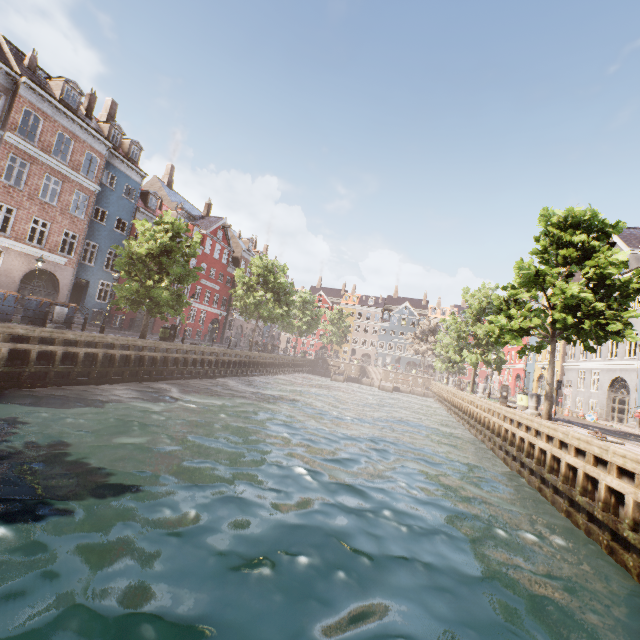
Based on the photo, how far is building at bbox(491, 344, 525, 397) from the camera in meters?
41.5

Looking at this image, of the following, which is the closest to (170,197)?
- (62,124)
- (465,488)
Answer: (62,124)

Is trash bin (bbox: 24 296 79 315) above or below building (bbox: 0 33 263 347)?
below

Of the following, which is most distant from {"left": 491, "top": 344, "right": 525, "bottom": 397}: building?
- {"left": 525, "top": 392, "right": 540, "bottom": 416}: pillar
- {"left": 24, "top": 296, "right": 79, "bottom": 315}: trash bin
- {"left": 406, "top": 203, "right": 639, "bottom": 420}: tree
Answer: {"left": 525, "top": 392, "right": 540, "bottom": 416}: pillar

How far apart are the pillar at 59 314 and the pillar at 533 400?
22.3m

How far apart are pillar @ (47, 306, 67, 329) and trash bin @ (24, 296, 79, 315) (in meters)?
0.95

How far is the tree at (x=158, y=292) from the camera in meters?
18.5

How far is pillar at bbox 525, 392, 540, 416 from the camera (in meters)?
15.23
